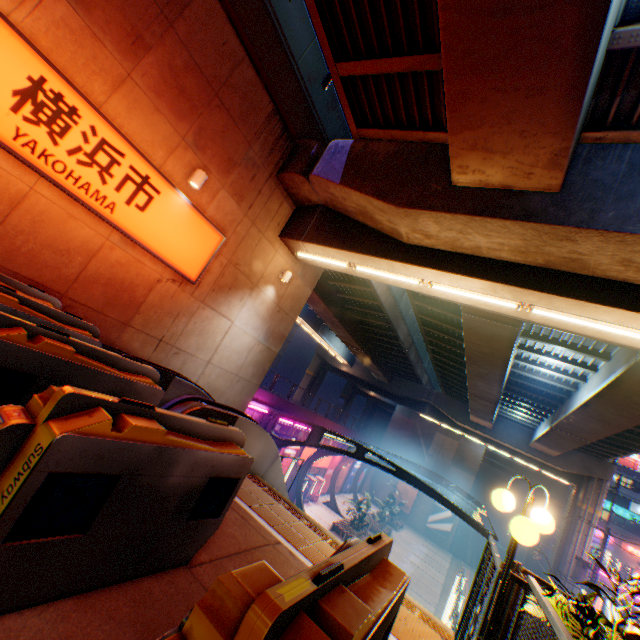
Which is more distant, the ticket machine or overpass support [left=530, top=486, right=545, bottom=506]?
overpass support [left=530, top=486, right=545, bottom=506]

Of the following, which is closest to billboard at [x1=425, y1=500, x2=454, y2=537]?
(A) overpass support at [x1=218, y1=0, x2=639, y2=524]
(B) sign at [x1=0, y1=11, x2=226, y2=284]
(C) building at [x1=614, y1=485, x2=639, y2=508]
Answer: (A) overpass support at [x1=218, y1=0, x2=639, y2=524]

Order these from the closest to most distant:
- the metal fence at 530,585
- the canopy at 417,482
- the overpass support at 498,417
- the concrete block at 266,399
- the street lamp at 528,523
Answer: the metal fence at 530,585 → the street lamp at 528,523 → the overpass support at 498,417 → the canopy at 417,482 → the concrete block at 266,399

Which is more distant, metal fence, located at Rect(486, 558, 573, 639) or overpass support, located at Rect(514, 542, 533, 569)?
overpass support, located at Rect(514, 542, 533, 569)

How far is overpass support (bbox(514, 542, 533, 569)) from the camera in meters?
37.7 m

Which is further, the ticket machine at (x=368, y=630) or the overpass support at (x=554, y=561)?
the overpass support at (x=554, y=561)

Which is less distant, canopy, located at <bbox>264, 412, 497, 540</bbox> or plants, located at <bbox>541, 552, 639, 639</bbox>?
plants, located at <bbox>541, 552, 639, 639</bbox>

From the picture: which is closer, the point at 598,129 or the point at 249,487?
the point at 249,487
